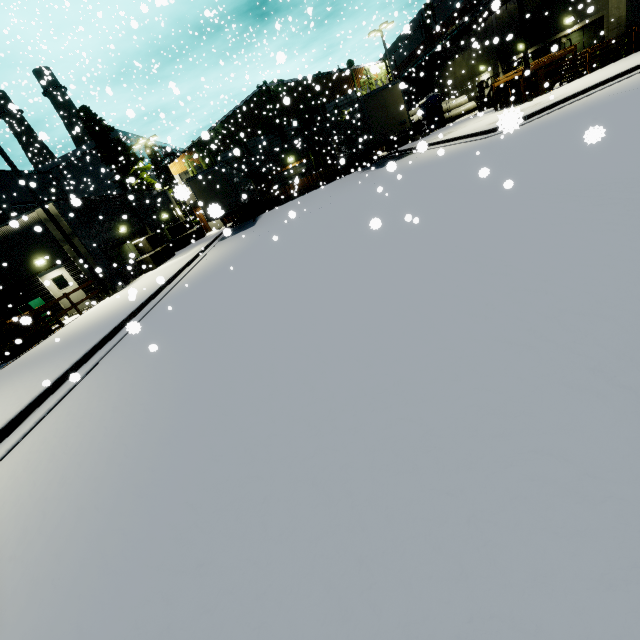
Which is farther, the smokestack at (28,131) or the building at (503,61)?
the smokestack at (28,131)

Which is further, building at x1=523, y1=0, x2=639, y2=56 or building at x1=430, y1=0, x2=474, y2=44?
building at x1=430, y1=0, x2=474, y2=44

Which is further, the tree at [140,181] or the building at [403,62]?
the building at [403,62]

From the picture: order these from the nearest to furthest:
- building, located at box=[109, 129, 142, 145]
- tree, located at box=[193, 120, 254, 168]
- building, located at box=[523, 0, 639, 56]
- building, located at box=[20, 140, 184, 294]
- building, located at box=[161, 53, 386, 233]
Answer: building, located at box=[20, 140, 184, 294], building, located at box=[523, 0, 639, 56], tree, located at box=[193, 120, 254, 168], building, located at box=[161, 53, 386, 233], building, located at box=[109, 129, 142, 145]

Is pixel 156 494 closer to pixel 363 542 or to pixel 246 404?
pixel 246 404

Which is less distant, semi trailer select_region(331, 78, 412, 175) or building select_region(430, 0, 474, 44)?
semi trailer select_region(331, 78, 412, 175)

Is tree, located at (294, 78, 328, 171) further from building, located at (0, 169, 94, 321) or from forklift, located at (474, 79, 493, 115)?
forklift, located at (474, 79, 493, 115)

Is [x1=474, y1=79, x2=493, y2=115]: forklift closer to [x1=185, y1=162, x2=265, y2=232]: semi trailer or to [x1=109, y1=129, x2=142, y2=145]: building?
[x1=109, y1=129, x2=142, y2=145]: building
